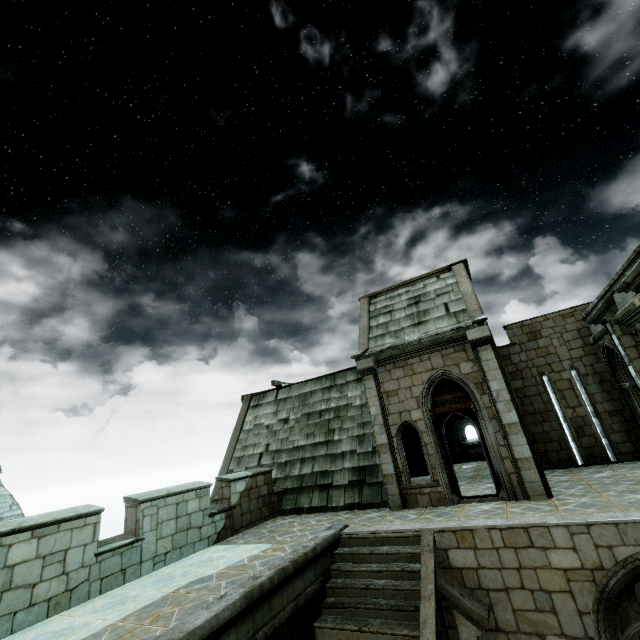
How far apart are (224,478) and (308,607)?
4.9m
